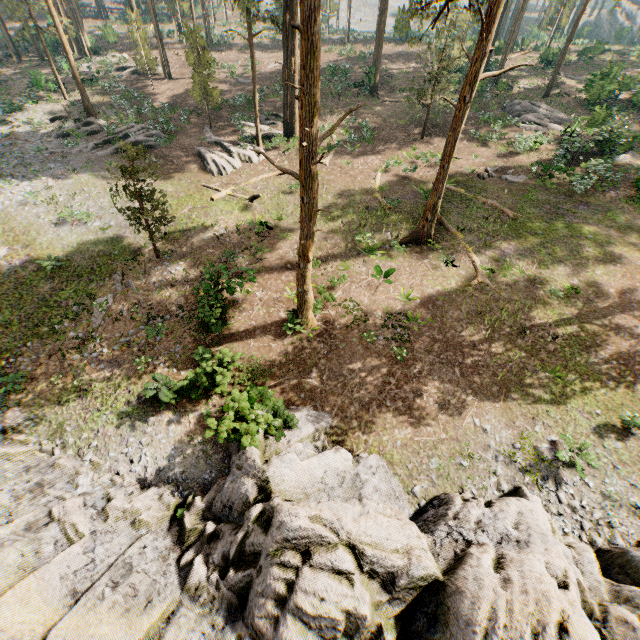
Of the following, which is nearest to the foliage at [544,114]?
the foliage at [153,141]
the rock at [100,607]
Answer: the foliage at [153,141]

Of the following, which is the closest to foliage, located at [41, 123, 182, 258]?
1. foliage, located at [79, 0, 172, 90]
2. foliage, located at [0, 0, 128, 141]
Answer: foliage, located at [0, 0, 128, 141]

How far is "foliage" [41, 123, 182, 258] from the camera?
15.8 meters

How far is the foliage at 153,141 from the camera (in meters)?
15.79

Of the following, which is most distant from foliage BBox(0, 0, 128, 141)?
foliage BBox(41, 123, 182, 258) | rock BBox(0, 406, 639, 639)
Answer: rock BBox(0, 406, 639, 639)

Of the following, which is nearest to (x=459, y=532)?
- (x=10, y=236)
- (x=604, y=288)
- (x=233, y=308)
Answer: (x=233, y=308)

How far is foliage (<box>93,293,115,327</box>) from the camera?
16.61m

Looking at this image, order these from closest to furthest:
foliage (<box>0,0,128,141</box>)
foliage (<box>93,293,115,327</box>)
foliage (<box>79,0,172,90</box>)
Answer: foliage (<box>93,293,115,327</box>) < foliage (<box>0,0,128,141</box>) < foliage (<box>79,0,172,90</box>)
